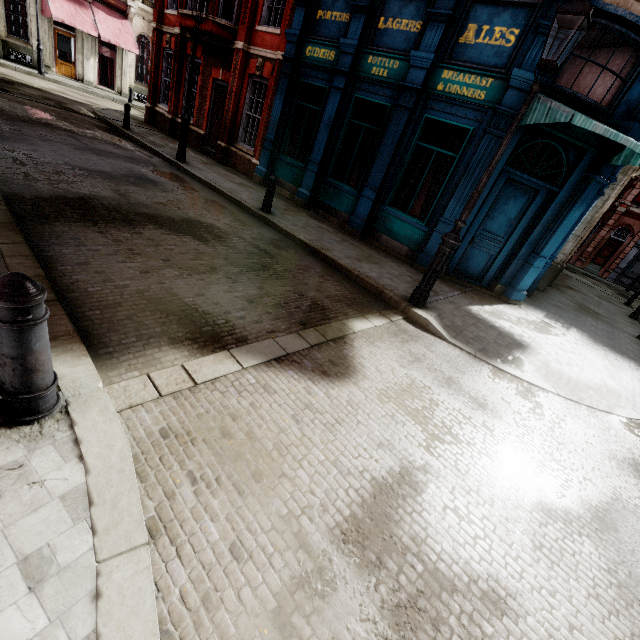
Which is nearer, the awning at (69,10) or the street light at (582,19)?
the street light at (582,19)

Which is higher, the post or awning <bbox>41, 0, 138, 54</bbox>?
awning <bbox>41, 0, 138, 54</bbox>

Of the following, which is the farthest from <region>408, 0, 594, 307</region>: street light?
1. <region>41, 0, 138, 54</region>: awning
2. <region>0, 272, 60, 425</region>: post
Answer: <region>41, 0, 138, 54</region>: awning

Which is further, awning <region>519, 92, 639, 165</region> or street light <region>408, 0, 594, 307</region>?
awning <region>519, 92, 639, 165</region>

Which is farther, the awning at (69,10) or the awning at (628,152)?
the awning at (69,10)

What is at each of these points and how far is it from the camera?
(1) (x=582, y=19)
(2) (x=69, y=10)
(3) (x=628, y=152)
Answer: (1) street light, 4.2m
(2) awning, 20.2m
(3) awning, 6.9m

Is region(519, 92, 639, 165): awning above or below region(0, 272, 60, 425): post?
above

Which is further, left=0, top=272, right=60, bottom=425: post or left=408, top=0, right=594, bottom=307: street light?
left=408, top=0, right=594, bottom=307: street light
